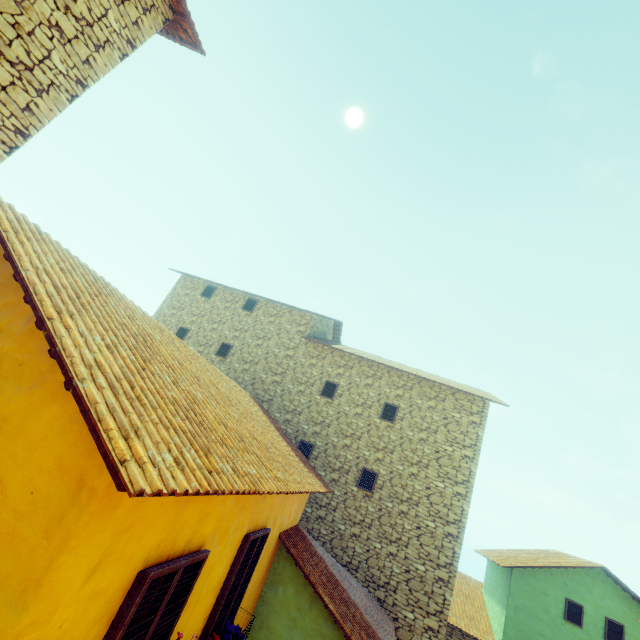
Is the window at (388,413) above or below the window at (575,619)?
above

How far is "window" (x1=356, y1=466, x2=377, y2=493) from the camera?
11.2 meters

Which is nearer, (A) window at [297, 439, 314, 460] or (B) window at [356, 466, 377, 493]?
(B) window at [356, 466, 377, 493]

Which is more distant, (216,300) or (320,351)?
(216,300)

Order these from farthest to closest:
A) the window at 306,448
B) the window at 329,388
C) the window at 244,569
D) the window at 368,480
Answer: the window at 329,388, the window at 306,448, the window at 368,480, the window at 244,569

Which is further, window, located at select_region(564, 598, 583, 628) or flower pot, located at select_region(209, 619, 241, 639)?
window, located at select_region(564, 598, 583, 628)

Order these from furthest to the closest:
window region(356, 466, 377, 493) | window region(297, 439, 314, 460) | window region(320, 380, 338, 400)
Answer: window region(320, 380, 338, 400)
window region(297, 439, 314, 460)
window region(356, 466, 377, 493)
